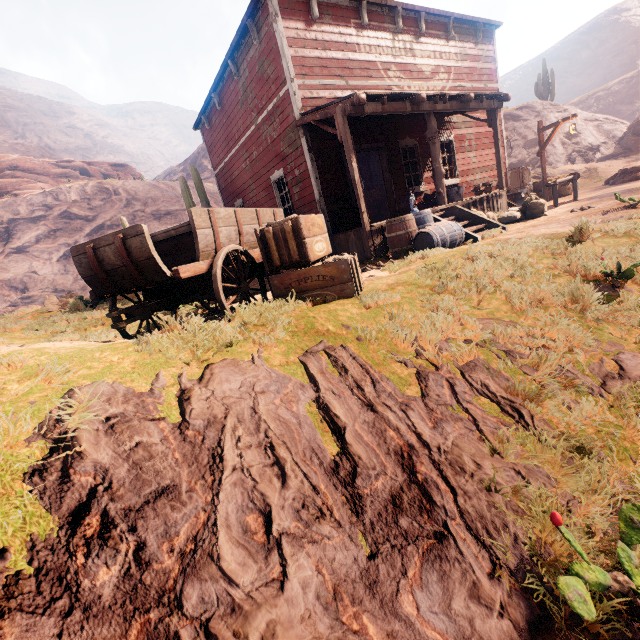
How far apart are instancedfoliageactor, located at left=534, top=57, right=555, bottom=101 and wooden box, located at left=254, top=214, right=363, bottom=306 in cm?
3851

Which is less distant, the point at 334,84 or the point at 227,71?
the point at 334,84

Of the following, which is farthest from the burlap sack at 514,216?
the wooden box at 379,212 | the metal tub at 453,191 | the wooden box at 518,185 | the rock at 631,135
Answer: the rock at 631,135

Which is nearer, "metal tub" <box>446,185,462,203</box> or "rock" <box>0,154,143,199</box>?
"metal tub" <box>446,185,462,203</box>

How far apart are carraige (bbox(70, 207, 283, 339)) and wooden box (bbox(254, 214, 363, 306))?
0.04m

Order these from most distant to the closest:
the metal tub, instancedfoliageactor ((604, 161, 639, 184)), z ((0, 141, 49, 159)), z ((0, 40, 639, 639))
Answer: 1. z ((0, 141, 49, 159))
2. instancedfoliageactor ((604, 161, 639, 184))
3. the metal tub
4. z ((0, 40, 639, 639))

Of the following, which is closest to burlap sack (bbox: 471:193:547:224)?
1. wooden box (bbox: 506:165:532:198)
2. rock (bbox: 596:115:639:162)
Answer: wooden box (bbox: 506:165:532:198)

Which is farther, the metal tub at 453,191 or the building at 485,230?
the metal tub at 453,191
